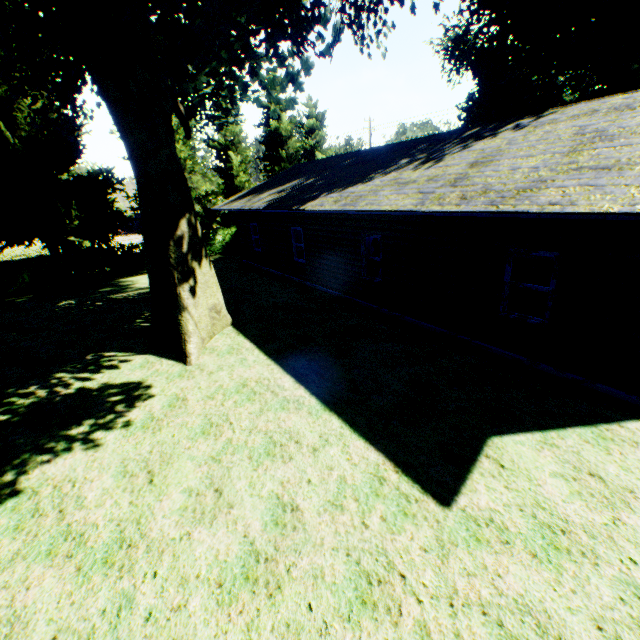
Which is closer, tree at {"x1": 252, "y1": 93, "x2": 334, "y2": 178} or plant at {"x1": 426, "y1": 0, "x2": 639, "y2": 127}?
plant at {"x1": 426, "y1": 0, "x2": 639, "y2": 127}

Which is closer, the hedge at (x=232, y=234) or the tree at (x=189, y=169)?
the tree at (x=189, y=169)

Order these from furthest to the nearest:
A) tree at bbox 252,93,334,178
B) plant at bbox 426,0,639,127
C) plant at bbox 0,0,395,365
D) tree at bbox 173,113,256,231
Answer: tree at bbox 252,93,334,178 → tree at bbox 173,113,256,231 → plant at bbox 426,0,639,127 → plant at bbox 0,0,395,365

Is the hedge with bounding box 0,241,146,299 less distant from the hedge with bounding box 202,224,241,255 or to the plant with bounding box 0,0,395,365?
the hedge with bounding box 202,224,241,255

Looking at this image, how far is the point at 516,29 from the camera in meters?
18.9

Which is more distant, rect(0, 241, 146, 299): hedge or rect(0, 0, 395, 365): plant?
rect(0, 241, 146, 299): hedge

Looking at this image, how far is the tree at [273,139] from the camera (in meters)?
28.15

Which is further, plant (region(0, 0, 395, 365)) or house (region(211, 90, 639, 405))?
plant (region(0, 0, 395, 365))
